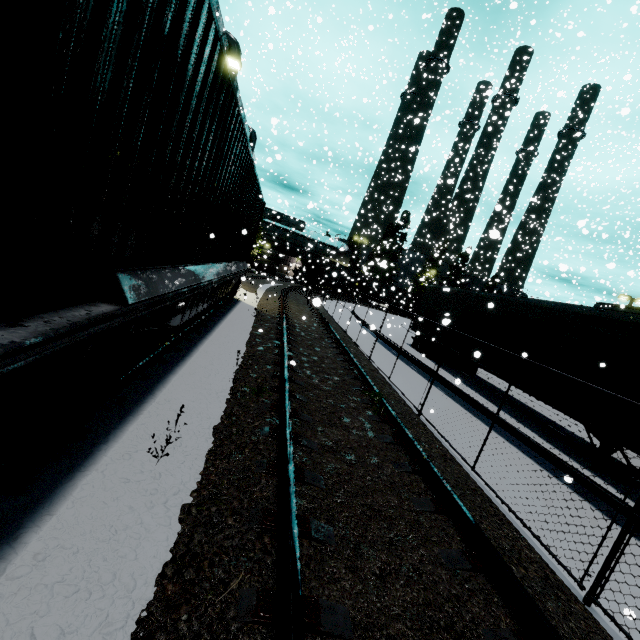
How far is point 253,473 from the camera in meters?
3.4

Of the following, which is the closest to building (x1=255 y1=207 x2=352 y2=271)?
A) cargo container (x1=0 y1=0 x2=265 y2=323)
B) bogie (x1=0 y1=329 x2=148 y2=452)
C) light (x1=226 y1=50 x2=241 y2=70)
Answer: cargo container (x1=0 y1=0 x2=265 y2=323)

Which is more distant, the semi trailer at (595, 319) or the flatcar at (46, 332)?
the semi trailer at (595, 319)

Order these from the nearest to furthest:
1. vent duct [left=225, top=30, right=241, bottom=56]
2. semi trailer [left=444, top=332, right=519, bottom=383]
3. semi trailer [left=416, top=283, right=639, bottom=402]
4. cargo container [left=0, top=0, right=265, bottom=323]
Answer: cargo container [left=0, top=0, right=265, bottom=323]
semi trailer [left=416, top=283, right=639, bottom=402]
semi trailer [left=444, top=332, right=519, bottom=383]
vent duct [left=225, top=30, right=241, bottom=56]

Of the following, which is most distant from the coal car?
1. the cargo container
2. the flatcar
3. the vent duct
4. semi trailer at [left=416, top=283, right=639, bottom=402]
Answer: the flatcar

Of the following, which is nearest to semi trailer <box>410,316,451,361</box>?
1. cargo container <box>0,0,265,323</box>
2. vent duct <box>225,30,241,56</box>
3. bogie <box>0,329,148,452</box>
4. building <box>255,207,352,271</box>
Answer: building <box>255,207,352,271</box>

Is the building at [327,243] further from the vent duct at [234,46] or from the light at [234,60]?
the light at [234,60]

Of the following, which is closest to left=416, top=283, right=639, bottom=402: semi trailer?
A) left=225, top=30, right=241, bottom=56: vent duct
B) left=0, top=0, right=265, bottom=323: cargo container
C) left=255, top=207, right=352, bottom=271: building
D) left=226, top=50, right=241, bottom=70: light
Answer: left=255, top=207, right=352, bottom=271: building
